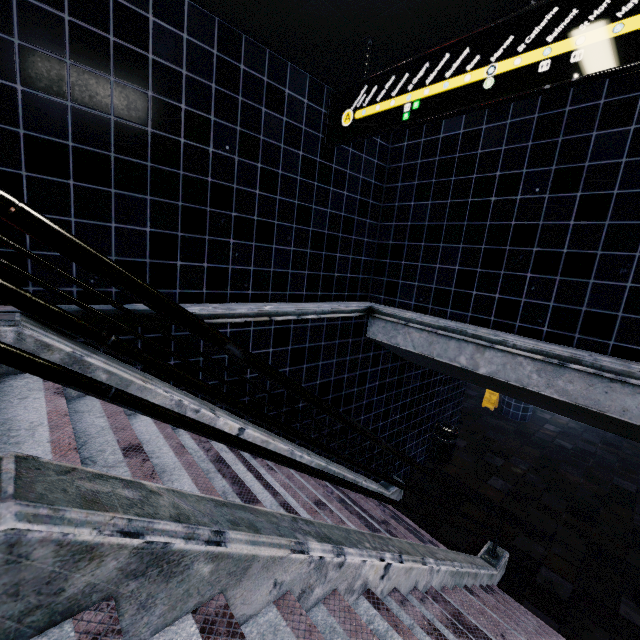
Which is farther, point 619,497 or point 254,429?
point 619,497
